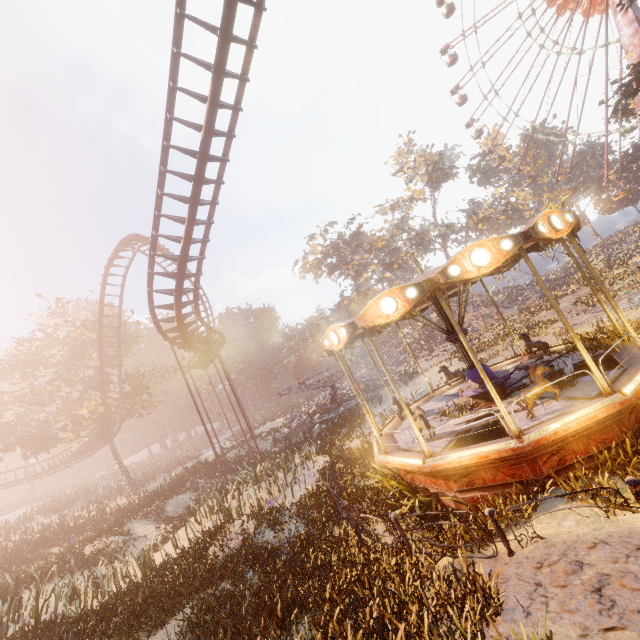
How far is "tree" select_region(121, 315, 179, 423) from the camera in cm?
3186

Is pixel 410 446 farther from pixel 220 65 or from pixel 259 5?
pixel 259 5

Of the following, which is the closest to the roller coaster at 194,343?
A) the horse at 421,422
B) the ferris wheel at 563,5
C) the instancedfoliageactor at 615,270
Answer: the horse at 421,422

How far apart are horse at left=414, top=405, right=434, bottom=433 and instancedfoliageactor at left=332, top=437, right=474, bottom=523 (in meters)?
1.10

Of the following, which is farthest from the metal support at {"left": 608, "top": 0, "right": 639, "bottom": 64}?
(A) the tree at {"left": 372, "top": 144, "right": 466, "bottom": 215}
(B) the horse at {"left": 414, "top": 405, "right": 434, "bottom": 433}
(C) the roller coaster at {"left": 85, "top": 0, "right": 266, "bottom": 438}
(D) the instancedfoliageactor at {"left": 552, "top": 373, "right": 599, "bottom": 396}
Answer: (B) the horse at {"left": 414, "top": 405, "right": 434, "bottom": 433}

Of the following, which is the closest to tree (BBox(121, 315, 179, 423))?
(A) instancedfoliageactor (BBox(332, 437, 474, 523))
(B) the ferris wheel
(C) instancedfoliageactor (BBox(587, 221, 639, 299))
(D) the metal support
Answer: (A) instancedfoliageactor (BBox(332, 437, 474, 523))

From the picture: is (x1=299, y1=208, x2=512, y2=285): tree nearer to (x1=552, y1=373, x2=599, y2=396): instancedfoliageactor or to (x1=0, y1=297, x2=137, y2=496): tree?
(x1=0, y1=297, x2=137, y2=496): tree

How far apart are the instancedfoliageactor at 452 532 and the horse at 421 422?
1.1m
